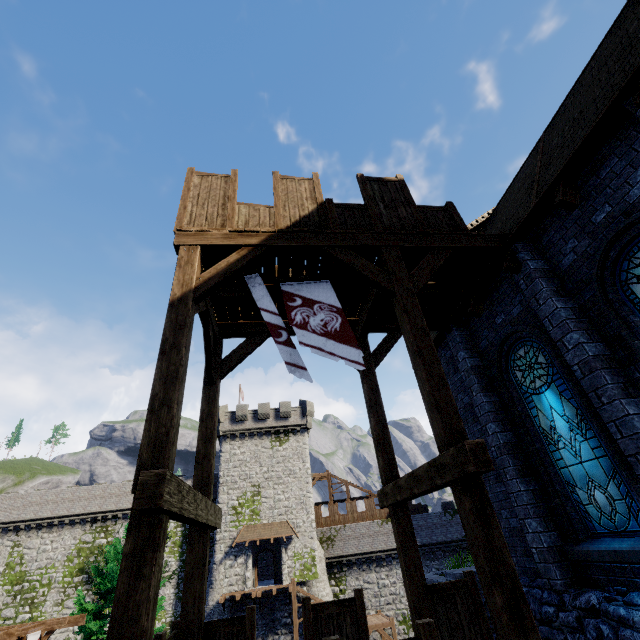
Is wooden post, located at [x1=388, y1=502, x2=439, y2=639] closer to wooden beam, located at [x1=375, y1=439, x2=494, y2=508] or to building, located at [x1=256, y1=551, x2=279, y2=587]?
wooden beam, located at [x1=375, y1=439, x2=494, y2=508]

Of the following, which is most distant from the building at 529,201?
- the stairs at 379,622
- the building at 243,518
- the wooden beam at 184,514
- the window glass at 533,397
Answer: the building at 243,518

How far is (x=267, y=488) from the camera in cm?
3384

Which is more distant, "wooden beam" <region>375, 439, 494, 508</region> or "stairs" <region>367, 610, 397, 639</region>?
"stairs" <region>367, 610, 397, 639</region>

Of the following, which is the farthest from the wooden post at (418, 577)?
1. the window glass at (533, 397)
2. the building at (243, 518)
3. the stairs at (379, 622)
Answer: the building at (243, 518)

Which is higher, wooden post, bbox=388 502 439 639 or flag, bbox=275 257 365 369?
flag, bbox=275 257 365 369

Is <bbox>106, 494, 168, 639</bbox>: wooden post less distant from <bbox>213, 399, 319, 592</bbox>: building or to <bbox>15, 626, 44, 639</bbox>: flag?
<bbox>15, 626, 44, 639</bbox>: flag

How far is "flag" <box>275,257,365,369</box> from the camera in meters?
5.3
